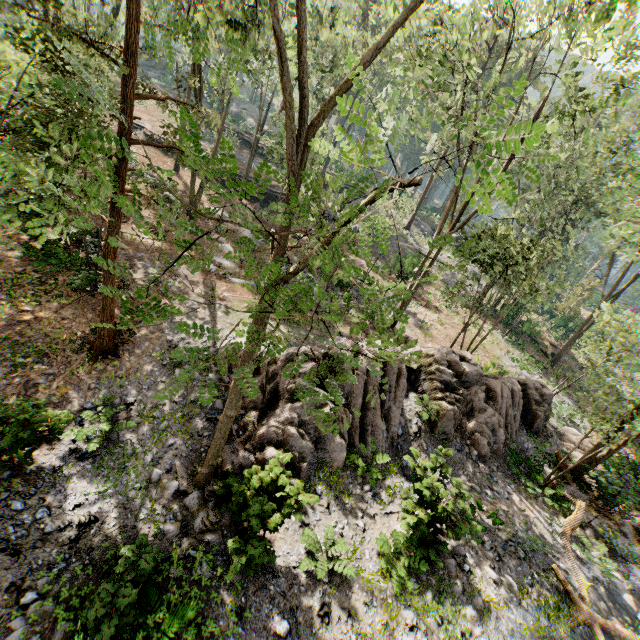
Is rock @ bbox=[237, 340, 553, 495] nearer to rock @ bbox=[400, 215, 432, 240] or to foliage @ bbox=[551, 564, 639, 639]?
foliage @ bbox=[551, 564, 639, 639]

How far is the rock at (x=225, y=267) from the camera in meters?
17.4 m

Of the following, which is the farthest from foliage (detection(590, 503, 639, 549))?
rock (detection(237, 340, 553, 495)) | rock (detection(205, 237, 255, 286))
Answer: rock (detection(205, 237, 255, 286))

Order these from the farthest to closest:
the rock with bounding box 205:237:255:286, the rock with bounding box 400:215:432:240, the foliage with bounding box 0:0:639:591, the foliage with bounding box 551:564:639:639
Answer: the rock with bounding box 400:215:432:240, the rock with bounding box 205:237:255:286, the foliage with bounding box 551:564:639:639, the foliage with bounding box 0:0:639:591

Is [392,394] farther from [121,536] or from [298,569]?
[121,536]

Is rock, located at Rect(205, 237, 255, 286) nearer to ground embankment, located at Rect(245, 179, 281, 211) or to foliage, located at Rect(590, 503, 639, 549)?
foliage, located at Rect(590, 503, 639, 549)

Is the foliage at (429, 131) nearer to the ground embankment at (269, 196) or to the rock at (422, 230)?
the rock at (422, 230)

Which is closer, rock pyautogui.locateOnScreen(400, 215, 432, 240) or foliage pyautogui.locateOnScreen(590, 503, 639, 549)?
foliage pyautogui.locateOnScreen(590, 503, 639, 549)
